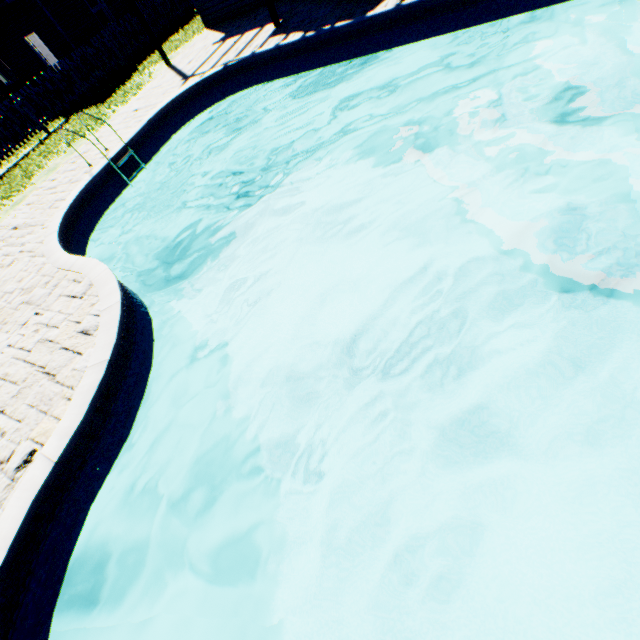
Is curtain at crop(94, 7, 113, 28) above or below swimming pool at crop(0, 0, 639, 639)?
above

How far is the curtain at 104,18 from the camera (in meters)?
16.78

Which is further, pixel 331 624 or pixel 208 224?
pixel 208 224

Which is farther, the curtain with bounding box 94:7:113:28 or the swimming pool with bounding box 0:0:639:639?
the curtain with bounding box 94:7:113:28

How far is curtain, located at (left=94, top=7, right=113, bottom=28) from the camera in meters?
16.8 m

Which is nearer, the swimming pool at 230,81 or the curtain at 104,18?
the swimming pool at 230,81
